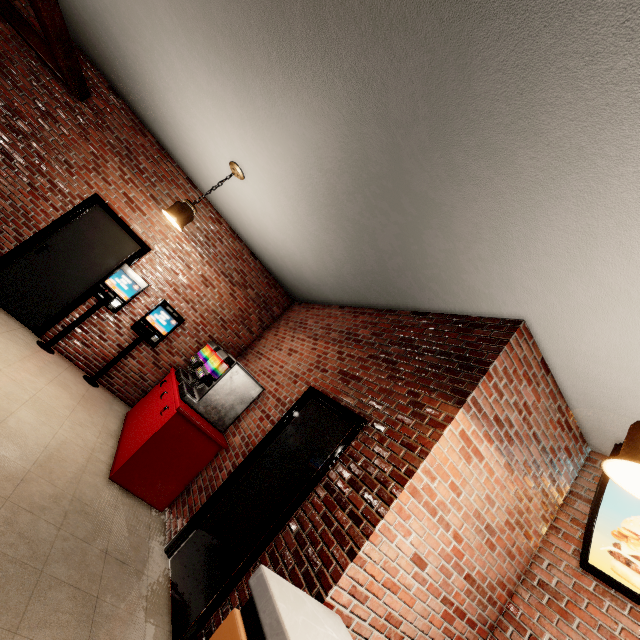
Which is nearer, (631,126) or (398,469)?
(631,126)
